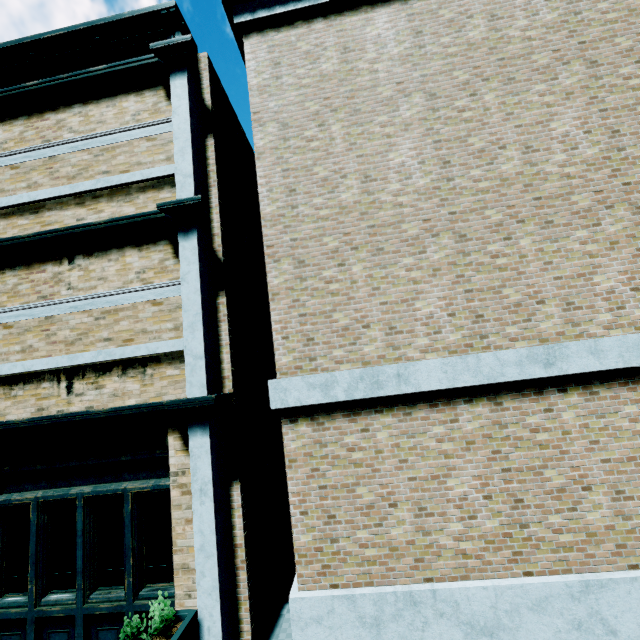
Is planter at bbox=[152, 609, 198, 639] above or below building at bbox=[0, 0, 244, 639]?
below

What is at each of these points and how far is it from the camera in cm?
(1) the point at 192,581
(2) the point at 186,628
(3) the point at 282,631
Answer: (1) building, 415
(2) planter, 365
(3) z, 481

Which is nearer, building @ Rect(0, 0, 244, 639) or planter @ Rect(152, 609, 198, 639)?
planter @ Rect(152, 609, 198, 639)

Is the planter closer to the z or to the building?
the building

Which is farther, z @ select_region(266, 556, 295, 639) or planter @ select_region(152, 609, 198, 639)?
z @ select_region(266, 556, 295, 639)

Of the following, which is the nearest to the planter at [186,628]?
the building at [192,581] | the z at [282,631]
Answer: the building at [192,581]

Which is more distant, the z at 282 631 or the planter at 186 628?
the z at 282 631

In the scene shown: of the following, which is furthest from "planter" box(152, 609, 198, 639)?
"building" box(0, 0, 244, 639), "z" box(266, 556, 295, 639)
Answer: "z" box(266, 556, 295, 639)
